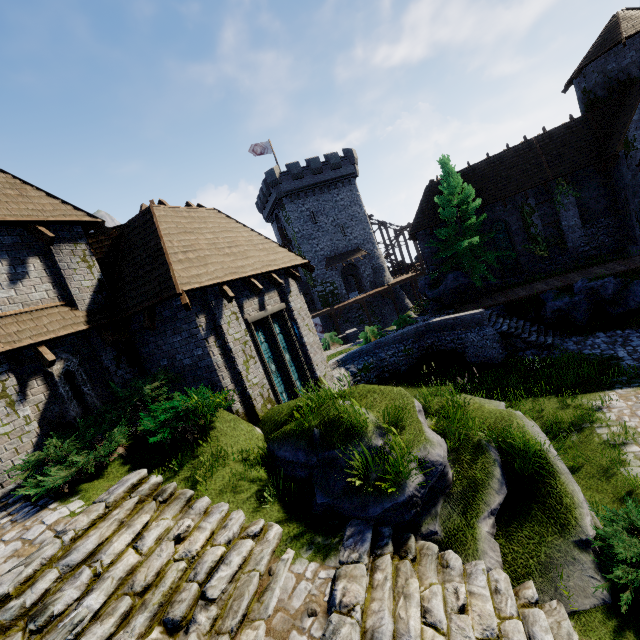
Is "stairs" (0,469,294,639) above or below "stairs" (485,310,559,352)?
above

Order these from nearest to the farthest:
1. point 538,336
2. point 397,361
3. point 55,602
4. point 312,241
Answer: point 55,602 → point 538,336 → point 397,361 → point 312,241

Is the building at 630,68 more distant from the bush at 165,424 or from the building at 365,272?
the bush at 165,424

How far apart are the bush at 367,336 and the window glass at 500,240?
11.30m

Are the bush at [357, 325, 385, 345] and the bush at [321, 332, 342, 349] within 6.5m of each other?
yes

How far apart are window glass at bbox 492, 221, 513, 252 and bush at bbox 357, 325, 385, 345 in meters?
11.3 m

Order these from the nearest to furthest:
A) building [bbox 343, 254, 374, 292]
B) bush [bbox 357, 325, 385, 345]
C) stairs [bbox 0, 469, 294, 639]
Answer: stairs [bbox 0, 469, 294, 639] < bush [bbox 357, 325, 385, 345] < building [bbox 343, 254, 374, 292]

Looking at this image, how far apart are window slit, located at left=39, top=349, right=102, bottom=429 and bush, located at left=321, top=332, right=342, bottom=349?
17.25m
